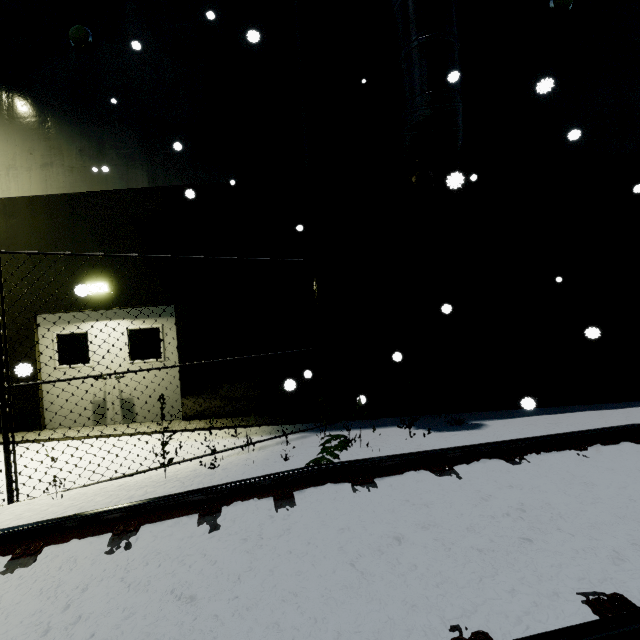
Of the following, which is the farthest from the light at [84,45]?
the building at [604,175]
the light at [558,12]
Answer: the light at [558,12]

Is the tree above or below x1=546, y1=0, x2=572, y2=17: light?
below

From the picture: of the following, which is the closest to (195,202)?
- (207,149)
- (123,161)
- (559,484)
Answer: (207,149)

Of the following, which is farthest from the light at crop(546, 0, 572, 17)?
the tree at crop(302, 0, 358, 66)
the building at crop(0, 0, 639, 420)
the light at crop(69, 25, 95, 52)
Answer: the light at crop(69, 25, 95, 52)

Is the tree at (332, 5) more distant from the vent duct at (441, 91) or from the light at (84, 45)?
the light at (84, 45)

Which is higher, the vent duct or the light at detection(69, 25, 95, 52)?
the light at detection(69, 25, 95, 52)

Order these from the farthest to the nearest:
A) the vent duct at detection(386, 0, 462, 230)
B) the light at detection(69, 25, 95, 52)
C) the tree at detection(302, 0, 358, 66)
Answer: the light at detection(69, 25, 95, 52)
the tree at detection(302, 0, 358, 66)
the vent duct at detection(386, 0, 462, 230)

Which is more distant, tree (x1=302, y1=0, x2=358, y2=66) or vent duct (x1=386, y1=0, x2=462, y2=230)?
tree (x1=302, y1=0, x2=358, y2=66)
